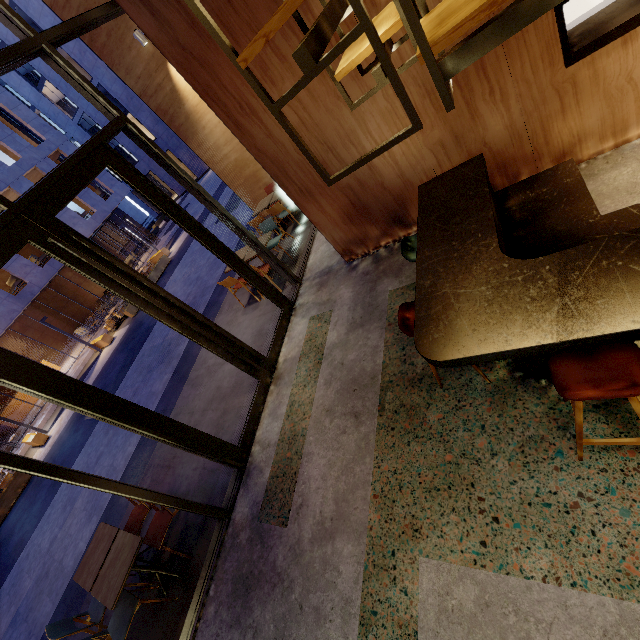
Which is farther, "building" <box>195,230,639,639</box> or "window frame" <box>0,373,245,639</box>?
"window frame" <box>0,373,245,639</box>

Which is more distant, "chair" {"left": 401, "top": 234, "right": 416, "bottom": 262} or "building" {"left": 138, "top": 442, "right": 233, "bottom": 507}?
"building" {"left": 138, "top": 442, "right": 233, "bottom": 507}

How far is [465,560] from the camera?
2.4 meters

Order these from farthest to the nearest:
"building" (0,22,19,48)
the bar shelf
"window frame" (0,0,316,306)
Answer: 1. "building" (0,22,19,48)
2. "window frame" (0,0,316,306)
3. the bar shelf

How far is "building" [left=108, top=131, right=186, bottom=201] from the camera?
32.09m

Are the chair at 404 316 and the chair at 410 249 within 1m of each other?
yes

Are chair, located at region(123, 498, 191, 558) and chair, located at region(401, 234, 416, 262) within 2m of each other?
no

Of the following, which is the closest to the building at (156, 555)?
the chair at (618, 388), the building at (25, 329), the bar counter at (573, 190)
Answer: the bar counter at (573, 190)
